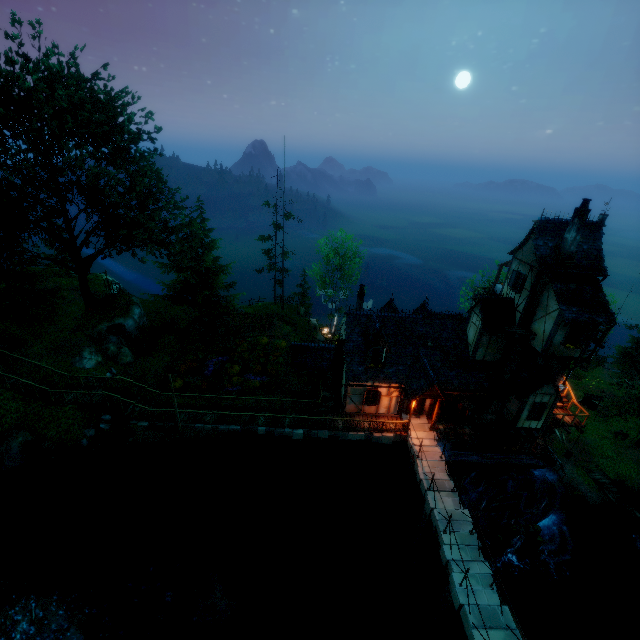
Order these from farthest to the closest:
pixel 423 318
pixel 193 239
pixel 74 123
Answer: pixel 193 239, pixel 423 318, pixel 74 123

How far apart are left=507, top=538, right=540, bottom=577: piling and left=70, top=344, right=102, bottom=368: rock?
33.0 meters

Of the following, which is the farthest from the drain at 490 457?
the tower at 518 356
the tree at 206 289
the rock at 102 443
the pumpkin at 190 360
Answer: the rock at 102 443

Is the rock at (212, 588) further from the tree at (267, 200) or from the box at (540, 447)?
the box at (540, 447)

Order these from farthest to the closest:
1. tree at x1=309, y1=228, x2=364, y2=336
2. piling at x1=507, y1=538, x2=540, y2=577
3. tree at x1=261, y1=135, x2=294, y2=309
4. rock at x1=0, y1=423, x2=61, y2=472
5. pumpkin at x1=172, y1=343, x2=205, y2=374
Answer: tree at x1=309, y1=228, x2=364, y2=336, tree at x1=261, y1=135, x2=294, y2=309, pumpkin at x1=172, y1=343, x2=205, y2=374, piling at x1=507, y1=538, x2=540, y2=577, rock at x1=0, y1=423, x2=61, y2=472

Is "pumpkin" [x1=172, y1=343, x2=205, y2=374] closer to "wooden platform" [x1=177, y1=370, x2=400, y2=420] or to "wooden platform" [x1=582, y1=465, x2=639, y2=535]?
"wooden platform" [x1=177, y1=370, x2=400, y2=420]

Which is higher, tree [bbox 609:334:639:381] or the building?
the building

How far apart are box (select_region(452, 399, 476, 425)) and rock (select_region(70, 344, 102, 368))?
26.2m
